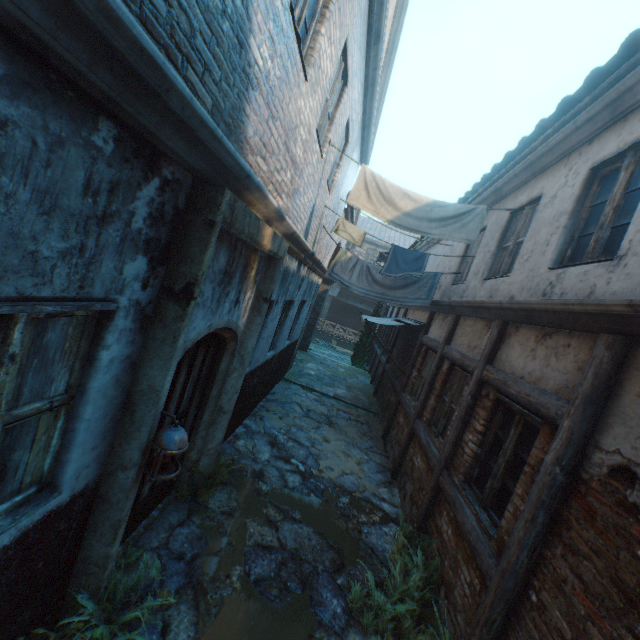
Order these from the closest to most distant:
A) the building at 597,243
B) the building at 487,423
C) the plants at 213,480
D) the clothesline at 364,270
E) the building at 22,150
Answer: the building at 22,150
the building at 597,243
the building at 487,423
the plants at 213,480
the clothesline at 364,270

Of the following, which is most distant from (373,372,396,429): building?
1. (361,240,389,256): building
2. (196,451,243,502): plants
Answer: (361,240,389,256): building

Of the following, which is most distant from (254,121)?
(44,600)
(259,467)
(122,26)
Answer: (259,467)

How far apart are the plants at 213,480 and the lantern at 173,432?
1.9 meters

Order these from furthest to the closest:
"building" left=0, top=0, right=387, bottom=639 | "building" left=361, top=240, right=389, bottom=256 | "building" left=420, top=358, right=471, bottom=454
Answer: "building" left=361, top=240, right=389, bottom=256, "building" left=420, top=358, right=471, bottom=454, "building" left=0, top=0, right=387, bottom=639

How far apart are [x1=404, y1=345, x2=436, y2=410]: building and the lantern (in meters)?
5.48

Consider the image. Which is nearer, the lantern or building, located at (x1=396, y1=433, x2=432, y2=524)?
the lantern

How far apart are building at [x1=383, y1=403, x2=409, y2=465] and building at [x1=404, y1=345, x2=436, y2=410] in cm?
24
